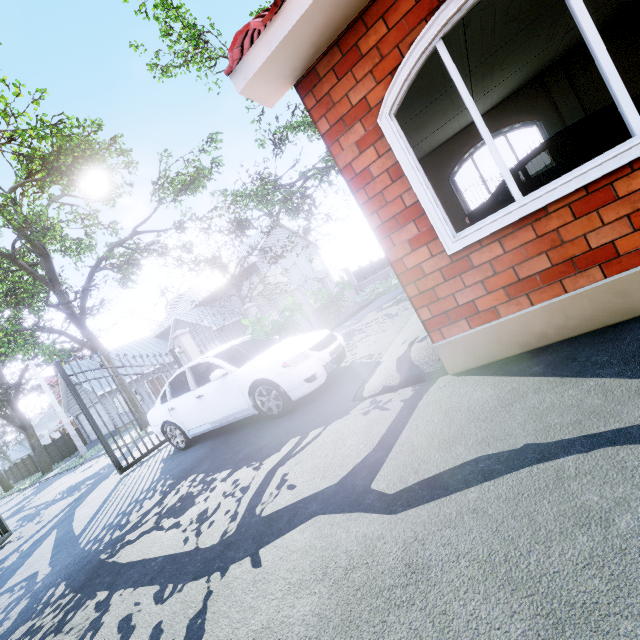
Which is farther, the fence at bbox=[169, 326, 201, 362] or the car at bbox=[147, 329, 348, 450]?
the fence at bbox=[169, 326, 201, 362]

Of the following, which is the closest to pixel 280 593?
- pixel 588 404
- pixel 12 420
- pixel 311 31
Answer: pixel 588 404

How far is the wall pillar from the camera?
6.4 meters

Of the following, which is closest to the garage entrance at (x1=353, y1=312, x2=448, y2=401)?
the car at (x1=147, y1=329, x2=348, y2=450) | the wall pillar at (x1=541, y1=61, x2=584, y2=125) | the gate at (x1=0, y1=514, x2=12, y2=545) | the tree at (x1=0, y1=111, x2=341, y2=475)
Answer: the car at (x1=147, y1=329, x2=348, y2=450)

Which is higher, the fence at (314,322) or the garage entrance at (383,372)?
the fence at (314,322)

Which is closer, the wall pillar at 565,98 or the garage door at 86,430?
the wall pillar at 565,98

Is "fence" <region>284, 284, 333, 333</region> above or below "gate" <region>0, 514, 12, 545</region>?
above

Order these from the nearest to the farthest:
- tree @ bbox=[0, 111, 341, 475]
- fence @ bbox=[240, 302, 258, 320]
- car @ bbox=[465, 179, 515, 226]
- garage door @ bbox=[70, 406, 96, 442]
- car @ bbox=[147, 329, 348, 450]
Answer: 1. car @ bbox=[147, 329, 348, 450]
2. car @ bbox=[465, 179, 515, 226]
3. tree @ bbox=[0, 111, 341, 475]
4. fence @ bbox=[240, 302, 258, 320]
5. garage door @ bbox=[70, 406, 96, 442]
